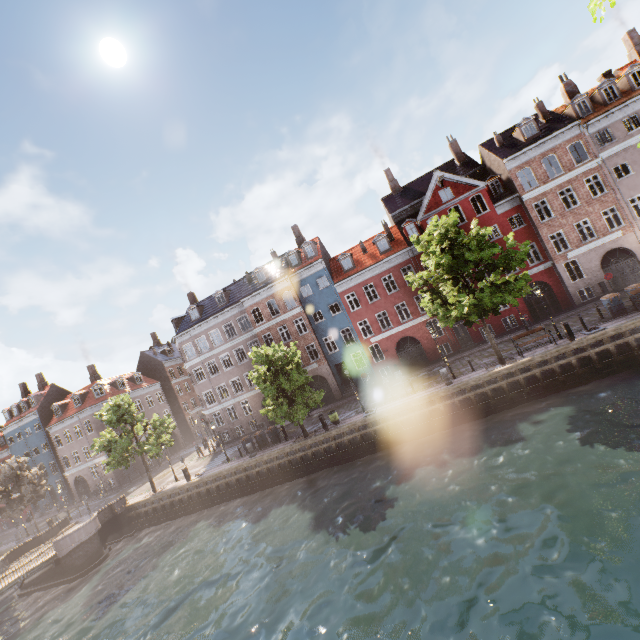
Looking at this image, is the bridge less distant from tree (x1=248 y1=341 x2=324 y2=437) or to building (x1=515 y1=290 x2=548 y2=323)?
tree (x1=248 y1=341 x2=324 y2=437)

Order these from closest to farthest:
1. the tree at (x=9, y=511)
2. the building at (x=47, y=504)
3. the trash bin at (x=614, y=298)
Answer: the trash bin at (x=614, y=298), the tree at (x=9, y=511), the building at (x=47, y=504)

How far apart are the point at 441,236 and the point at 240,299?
21.53m

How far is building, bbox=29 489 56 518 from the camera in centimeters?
4525cm

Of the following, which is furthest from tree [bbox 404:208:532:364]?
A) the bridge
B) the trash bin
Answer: the trash bin

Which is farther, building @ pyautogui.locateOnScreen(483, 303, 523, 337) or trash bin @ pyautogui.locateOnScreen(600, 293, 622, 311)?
building @ pyautogui.locateOnScreen(483, 303, 523, 337)

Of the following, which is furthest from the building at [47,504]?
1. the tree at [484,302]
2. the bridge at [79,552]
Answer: the bridge at [79,552]

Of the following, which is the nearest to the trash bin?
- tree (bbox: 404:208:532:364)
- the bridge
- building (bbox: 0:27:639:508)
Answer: tree (bbox: 404:208:532:364)
